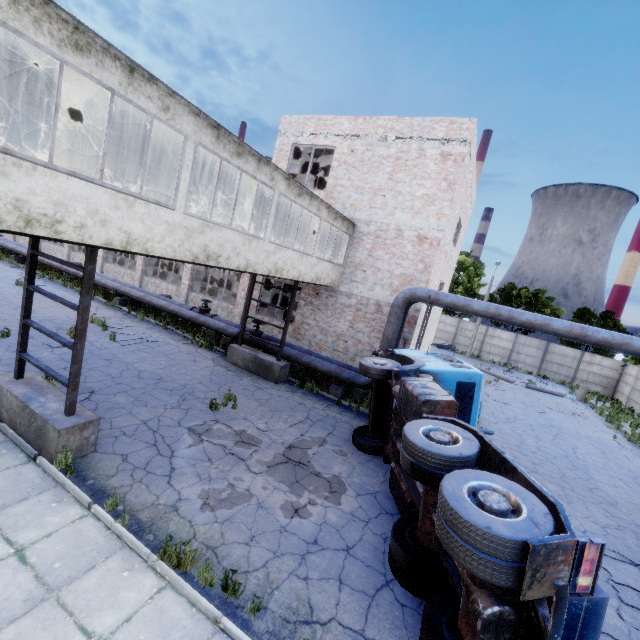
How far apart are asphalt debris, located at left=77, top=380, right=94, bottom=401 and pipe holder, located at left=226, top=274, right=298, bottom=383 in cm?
573

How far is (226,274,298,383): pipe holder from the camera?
13.6m

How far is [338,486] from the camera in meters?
7.9

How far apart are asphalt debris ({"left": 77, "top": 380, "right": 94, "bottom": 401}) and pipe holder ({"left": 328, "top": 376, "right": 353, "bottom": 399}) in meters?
8.2

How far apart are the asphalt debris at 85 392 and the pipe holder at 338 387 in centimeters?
820cm

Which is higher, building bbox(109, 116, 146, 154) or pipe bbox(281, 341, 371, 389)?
building bbox(109, 116, 146, 154)

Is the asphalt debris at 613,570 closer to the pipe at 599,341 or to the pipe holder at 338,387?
the pipe at 599,341

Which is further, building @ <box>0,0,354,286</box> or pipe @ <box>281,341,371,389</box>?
pipe @ <box>281,341,371,389</box>
